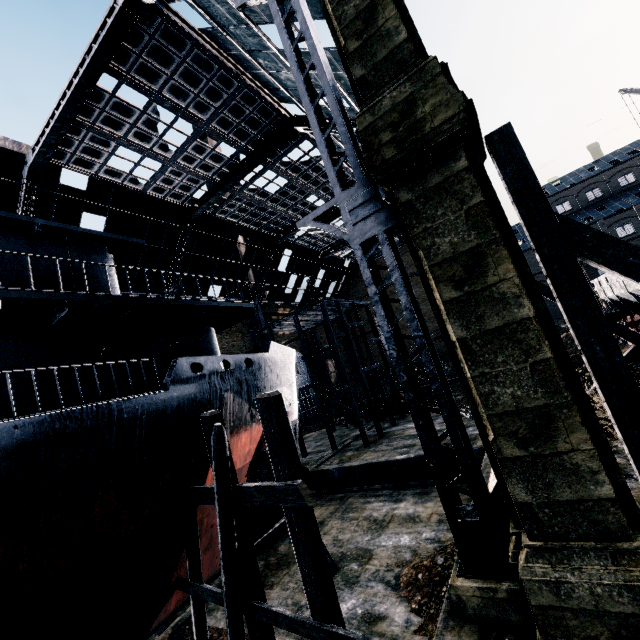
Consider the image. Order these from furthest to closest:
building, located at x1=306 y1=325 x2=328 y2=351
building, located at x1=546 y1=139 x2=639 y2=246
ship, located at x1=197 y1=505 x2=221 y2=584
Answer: building, located at x1=306 y1=325 x2=328 y2=351 < building, located at x1=546 y1=139 x2=639 y2=246 < ship, located at x1=197 y1=505 x2=221 y2=584

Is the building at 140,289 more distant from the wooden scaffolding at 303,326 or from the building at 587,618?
the building at 587,618

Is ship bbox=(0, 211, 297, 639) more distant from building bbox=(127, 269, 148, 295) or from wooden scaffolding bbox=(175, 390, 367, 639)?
building bbox=(127, 269, 148, 295)

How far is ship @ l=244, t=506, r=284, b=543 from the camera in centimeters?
1475cm

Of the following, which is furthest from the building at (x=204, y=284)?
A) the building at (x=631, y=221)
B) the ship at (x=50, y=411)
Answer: the building at (x=631, y=221)

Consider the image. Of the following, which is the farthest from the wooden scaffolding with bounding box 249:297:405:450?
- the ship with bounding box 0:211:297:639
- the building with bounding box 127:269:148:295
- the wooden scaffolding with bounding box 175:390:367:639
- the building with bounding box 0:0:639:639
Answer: the building with bounding box 0:0:639:639

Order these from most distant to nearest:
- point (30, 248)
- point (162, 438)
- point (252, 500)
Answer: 1. point (30, 248)
2. point (162, 438)
3. point (252, 500)

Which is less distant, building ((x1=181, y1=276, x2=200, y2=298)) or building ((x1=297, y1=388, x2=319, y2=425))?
building ((x1=181, y1=276, x2=200, y2=298))
